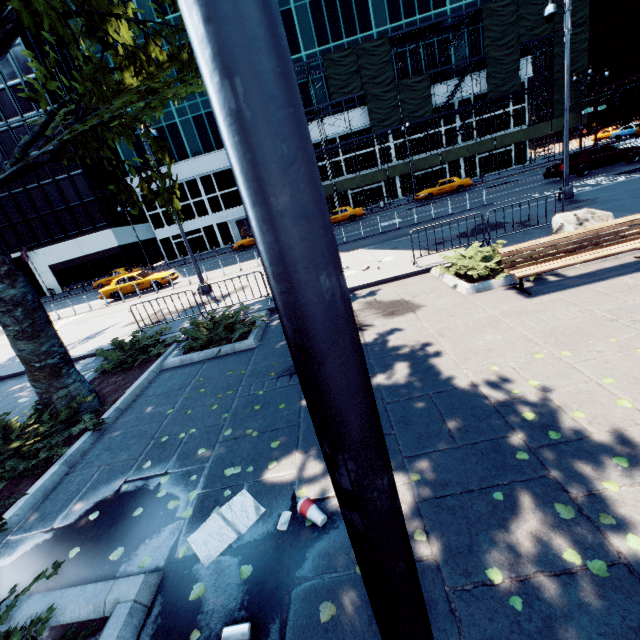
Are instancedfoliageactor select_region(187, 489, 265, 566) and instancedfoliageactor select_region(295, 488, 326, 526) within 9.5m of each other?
yes

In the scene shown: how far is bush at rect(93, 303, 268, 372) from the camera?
8.2 meters

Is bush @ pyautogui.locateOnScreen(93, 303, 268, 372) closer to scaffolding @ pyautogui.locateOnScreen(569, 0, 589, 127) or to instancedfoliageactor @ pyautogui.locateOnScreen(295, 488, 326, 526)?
instancedfoliageactor @ pyautogui.locateOnScreen(295, 488, 326, 526)

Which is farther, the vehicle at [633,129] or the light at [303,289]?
the vehicle at [633,129]

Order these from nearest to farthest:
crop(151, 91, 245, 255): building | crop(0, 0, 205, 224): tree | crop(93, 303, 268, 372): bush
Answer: crop(0, 0, 205, 224): tree < crop(93, 303, 268, 372): bush < crop(151, 91, 245, 255): building

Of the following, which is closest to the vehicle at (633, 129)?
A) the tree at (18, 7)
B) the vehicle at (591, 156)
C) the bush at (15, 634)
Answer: the vehicle at (591, 156)

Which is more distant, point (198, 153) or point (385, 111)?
point (198, 153)

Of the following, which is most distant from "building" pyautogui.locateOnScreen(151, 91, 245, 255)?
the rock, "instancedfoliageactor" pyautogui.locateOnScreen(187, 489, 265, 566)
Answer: "instancedfoliageactor" pyautogui.locateOnScreen(187, 489, 265, 566)
